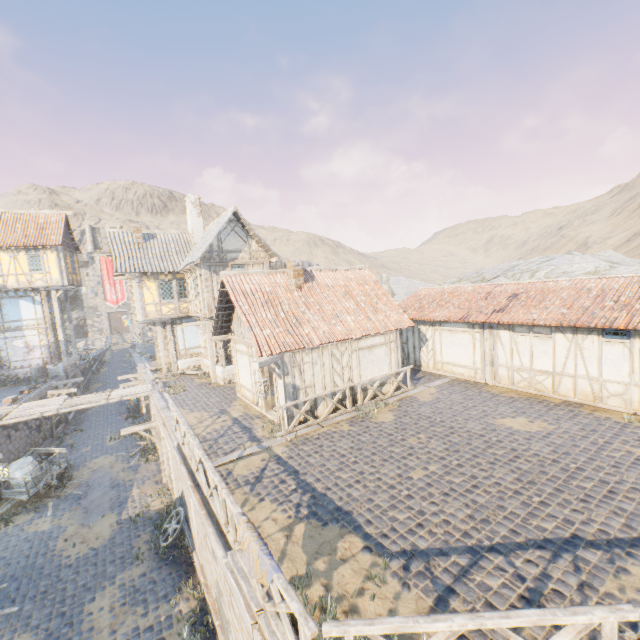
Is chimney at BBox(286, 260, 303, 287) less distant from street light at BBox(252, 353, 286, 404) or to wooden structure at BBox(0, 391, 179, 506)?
street light at BBox(252, 353, 286, 404)

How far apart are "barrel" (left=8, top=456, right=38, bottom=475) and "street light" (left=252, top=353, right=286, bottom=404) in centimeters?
1186cm

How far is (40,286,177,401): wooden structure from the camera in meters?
20.5 m

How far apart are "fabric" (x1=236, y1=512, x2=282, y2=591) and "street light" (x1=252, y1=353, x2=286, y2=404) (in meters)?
4.40

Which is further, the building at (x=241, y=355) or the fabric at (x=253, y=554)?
the building at (x=241, y=355)

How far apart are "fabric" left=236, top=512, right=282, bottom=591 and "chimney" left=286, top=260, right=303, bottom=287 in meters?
9.5

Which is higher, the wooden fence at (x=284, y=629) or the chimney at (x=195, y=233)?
the chimney at (x=195, y=233)

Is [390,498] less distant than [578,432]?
Yes
